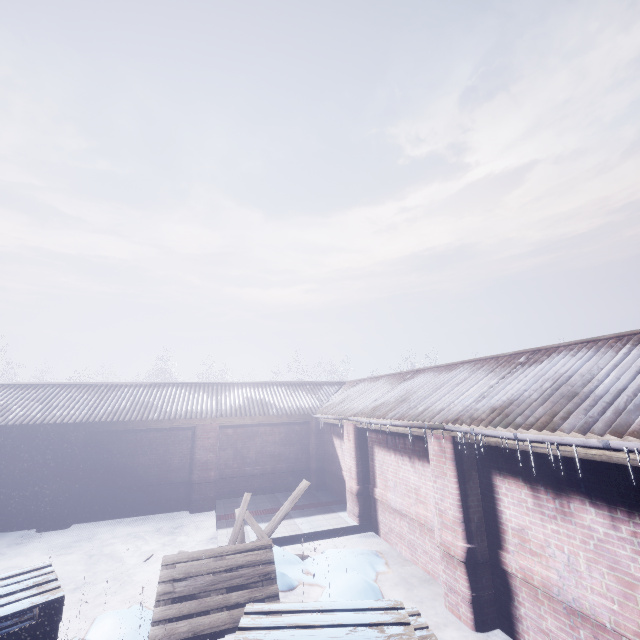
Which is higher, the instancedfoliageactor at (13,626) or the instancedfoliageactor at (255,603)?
the instancedfoliageactor at (13,626)

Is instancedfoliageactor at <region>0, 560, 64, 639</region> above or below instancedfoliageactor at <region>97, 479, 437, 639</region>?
above

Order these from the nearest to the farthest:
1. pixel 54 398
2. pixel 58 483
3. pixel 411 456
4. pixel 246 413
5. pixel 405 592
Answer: pixel 405 592 → pixel 411 456 → pixel 58 483 → pixel 54 398 → pixel 246 413
